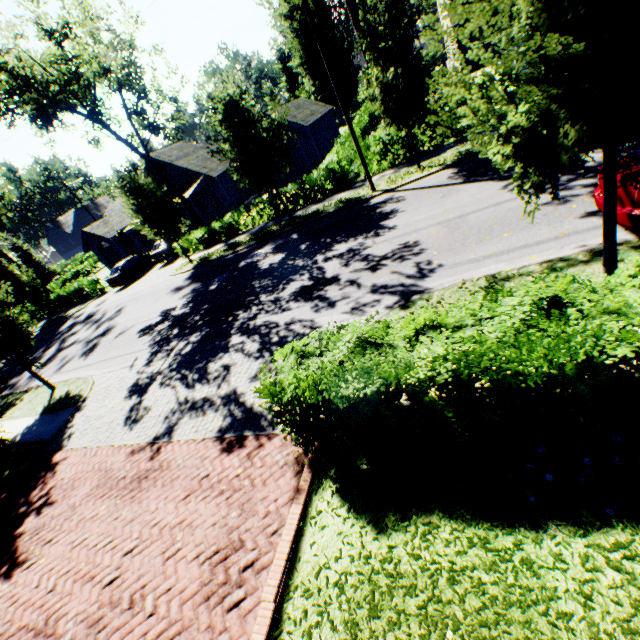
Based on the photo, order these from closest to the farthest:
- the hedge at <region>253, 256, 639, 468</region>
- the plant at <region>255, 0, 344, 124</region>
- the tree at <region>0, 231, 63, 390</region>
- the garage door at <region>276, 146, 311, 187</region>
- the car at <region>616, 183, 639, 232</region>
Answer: the hedge at <region>253, 256, 639, 468</region> < the car at <region>616, 183, 639, 232</region> < the tree at <region>0, 231, 63, 390</region> < the garage door at <region>276, 146, 311, 187</region> < the plant at <region>255, 0, 344, 124</region>

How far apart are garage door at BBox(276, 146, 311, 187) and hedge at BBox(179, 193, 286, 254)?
8.6m

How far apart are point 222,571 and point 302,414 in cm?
233

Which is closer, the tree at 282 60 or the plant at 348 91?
the plant at 348 91

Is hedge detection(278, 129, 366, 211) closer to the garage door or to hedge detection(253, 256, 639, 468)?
the garage door

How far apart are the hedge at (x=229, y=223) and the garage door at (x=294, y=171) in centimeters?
863cm

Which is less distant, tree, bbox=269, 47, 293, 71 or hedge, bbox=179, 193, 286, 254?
hedge, bbox=179, 193, 286, 254

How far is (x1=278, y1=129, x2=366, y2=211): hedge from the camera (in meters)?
17.77
